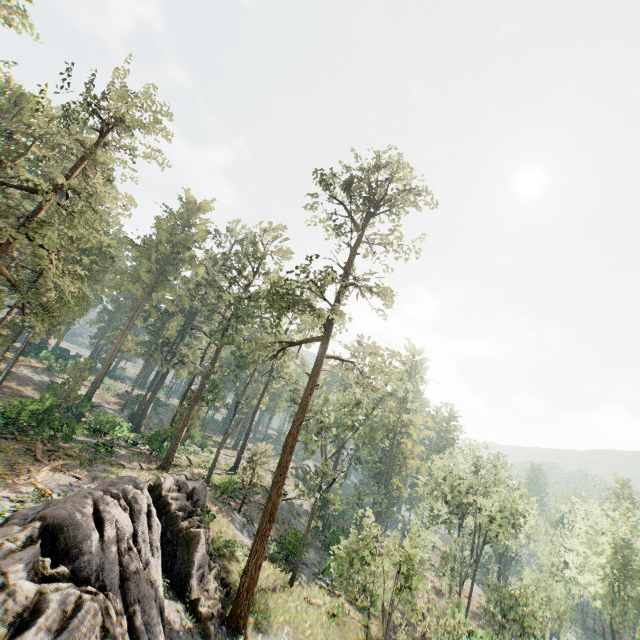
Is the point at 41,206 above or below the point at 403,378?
above

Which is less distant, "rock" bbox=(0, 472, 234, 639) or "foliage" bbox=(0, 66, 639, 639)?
"rock" bbox=(0, 472, 234, 639)

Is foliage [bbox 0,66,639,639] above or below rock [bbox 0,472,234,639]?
above

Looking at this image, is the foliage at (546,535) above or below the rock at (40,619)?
above

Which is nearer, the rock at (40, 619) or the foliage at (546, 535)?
the rock at (40, 619)
